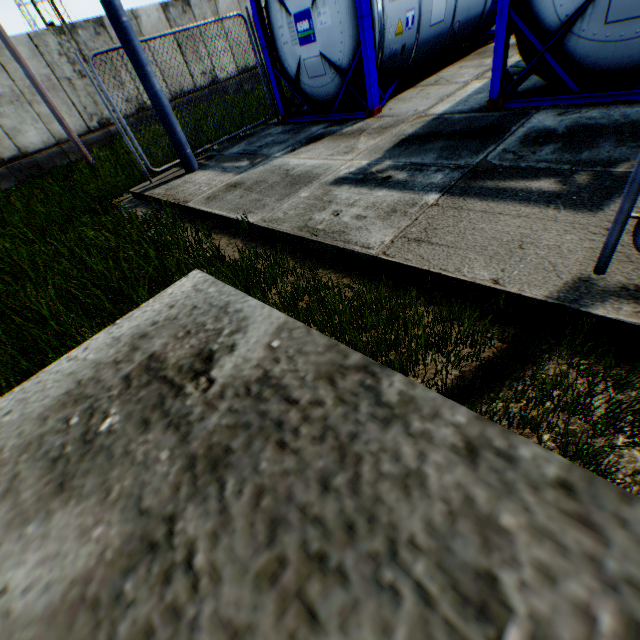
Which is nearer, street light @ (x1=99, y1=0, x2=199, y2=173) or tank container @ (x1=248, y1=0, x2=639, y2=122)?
tank container @ (x1=248, y1=0, x2=639, y2=122)

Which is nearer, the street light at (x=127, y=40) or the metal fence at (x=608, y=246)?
the metal fence at (x=608, y=246)

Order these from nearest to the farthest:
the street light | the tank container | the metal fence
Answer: the metal fence, the tank container, the street light

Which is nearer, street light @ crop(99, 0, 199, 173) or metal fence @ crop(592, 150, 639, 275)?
metal fence @ crop(592, 150, 639, 275)

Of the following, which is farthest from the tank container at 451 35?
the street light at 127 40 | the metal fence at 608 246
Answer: the metal fence at 608 246

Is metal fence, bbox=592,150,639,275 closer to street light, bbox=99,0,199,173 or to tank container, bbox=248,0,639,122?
tank container, bbox=248,0,639,122

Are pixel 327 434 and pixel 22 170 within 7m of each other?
no
